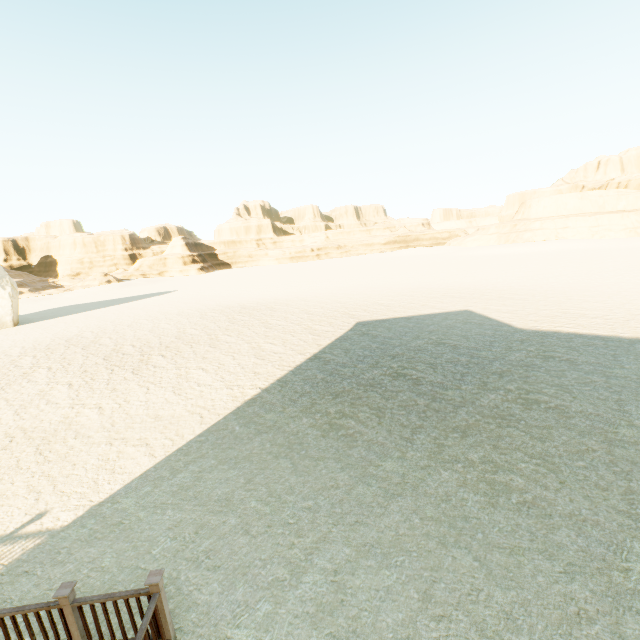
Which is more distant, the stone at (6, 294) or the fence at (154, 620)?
the stone at (6, 294)

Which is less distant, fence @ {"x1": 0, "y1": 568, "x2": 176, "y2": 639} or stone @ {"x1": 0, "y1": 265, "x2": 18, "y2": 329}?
fence @ {"x1": 0, "y1": 568, "x2": 176, "y2": 639}

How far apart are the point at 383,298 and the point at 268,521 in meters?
20.8
